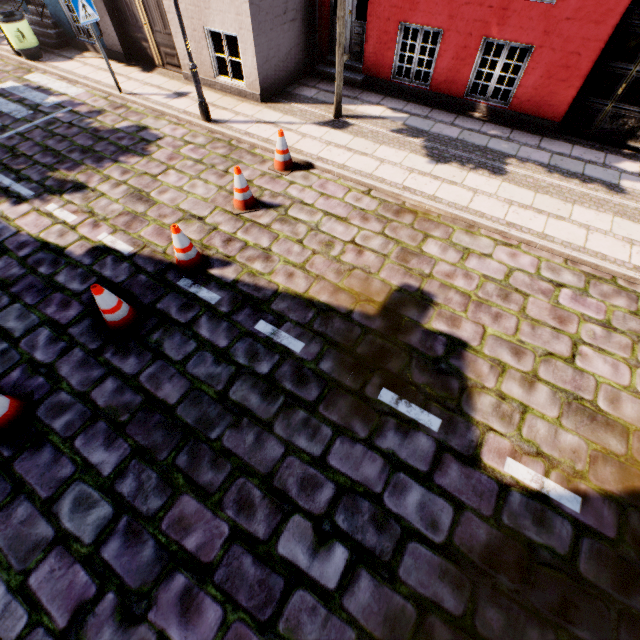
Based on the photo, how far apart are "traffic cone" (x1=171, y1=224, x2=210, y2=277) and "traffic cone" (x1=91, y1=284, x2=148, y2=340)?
0.8m

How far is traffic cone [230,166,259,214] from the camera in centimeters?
560cm

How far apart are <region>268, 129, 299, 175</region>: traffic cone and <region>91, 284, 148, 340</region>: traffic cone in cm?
391

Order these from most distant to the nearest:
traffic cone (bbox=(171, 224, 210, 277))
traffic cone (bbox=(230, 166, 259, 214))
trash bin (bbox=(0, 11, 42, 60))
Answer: trash bin (bbox=(0, 11, 42, 60)) → traffic cone (bbox=(230, 166, 259, 214)) → traffic cone (bbox=(171, 224, 210, 277))

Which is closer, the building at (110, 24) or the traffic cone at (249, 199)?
the traffic cone at (249, 199)

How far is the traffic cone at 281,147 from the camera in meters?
6.3

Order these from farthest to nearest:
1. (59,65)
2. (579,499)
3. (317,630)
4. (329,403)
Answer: (59,65), (329,403), (579,499), (317,630)

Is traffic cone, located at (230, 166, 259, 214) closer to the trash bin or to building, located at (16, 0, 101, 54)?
building, located at (16, 0, 101, 54)
